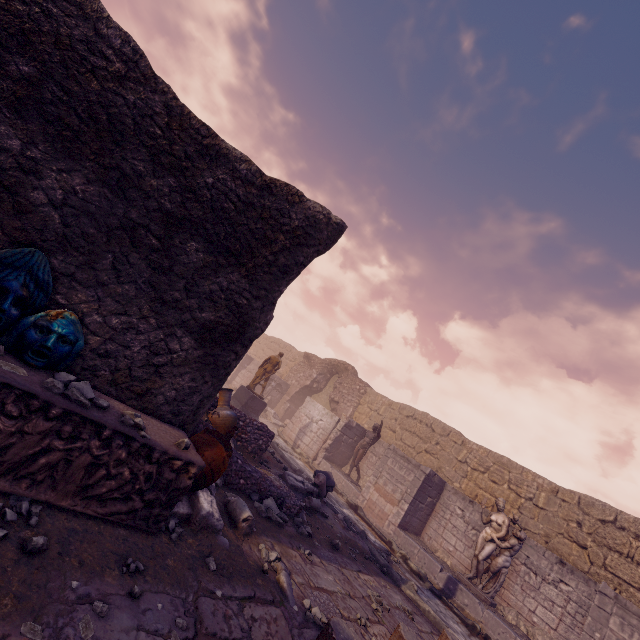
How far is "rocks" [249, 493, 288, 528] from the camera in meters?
5.6

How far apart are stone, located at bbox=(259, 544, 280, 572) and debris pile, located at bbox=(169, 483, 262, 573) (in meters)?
0.04

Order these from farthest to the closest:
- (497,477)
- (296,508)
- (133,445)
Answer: (497,477) → (296,508) → (133,445)

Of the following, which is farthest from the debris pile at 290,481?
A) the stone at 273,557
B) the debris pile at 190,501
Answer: the stone at 273,557

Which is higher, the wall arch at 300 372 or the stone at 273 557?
the wall arch at 300 372

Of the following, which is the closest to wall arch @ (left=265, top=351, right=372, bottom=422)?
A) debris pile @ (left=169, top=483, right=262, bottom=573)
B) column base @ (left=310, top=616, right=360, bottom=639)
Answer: debris pile @ (left=169, top=483, right=262, bottom=573)

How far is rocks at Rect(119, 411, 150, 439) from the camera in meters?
3.1 m

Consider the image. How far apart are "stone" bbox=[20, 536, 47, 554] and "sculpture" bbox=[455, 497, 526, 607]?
11.80m
